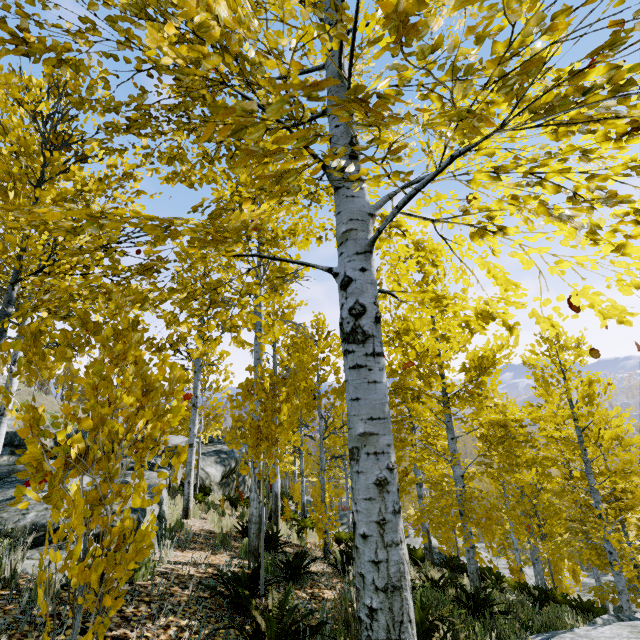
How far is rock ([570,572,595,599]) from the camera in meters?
20.3 m

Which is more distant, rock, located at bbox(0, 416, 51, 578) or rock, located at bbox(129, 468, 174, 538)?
rock, located at bbox(129, 468, 174, 538)

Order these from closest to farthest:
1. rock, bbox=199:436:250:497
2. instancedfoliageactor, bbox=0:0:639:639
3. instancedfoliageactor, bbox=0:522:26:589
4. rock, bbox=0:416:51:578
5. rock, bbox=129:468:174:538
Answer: instancedfoliageactor, bbox=0:0:639:639 < instancedfoliageactor, bbox=0:522:26:589 < rock, bbox=0:416:51:578 < rock, bbox=129:468:174:538 < rock, bbox=199:436:250:497

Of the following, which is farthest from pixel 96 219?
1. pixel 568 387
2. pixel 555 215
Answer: pixel 568 387

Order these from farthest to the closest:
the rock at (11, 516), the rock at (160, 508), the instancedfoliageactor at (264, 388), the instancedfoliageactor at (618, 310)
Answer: the rock at (160, 508) → the rock at (11, 516) → the instancedfoliageactor at (618, 310) → the instancedfoliageactor at (264, 388)

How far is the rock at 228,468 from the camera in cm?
1561

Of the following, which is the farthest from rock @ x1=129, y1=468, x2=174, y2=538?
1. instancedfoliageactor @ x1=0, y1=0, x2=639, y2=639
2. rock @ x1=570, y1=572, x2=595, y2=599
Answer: rock @ x1=570, y1=572, x2=595, y2=599
